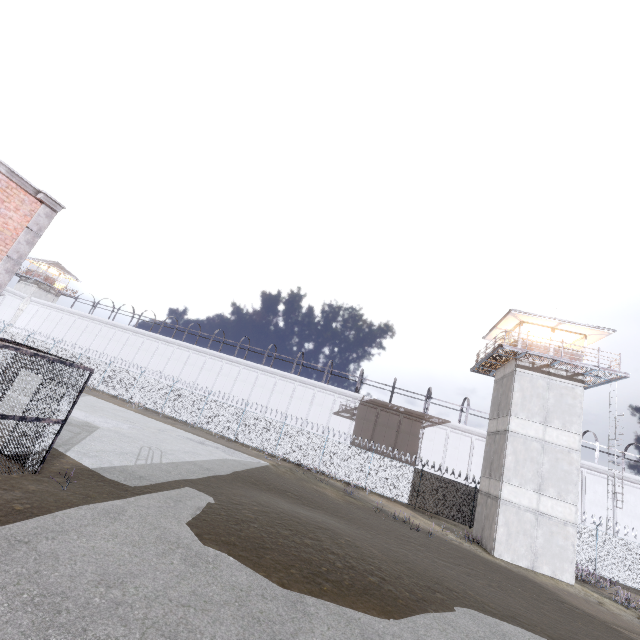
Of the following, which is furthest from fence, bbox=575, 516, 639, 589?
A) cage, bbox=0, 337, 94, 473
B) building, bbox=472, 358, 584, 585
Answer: cage, bbox=0, 337, 94, 473

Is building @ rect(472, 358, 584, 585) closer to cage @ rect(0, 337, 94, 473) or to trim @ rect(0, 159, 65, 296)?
cage @ rect(0, 337, 94, 473)

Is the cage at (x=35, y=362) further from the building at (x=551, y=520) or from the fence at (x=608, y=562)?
the building at (x=551, y=520)

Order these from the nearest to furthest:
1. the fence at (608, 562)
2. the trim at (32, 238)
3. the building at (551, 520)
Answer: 1. the trim at (32, 238)
2. the building at (551, 520)
3. the fence at (608, 562)

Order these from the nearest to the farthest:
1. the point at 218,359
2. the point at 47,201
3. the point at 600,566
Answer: the point at 47,201 < the point at 600,566 < the point at 218,359

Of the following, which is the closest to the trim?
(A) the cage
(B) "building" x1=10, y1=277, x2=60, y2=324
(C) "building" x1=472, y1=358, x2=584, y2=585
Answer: (A) the cage

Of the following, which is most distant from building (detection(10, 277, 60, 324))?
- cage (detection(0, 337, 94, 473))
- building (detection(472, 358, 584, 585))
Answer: building (detection(472, 358, 584, 585))

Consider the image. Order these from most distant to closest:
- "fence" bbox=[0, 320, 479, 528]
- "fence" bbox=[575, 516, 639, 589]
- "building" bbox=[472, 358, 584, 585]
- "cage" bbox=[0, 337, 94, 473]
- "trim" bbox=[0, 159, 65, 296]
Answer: "fence" bbox=[0, 320, 479, 528]
"fence" bbox=[575, 516, 639, 589]
"building" bbox=[472, 358, 584, 585]
"trim" bbox=[0, 159, 65, 296]
"cage" bbox=[0, 337, 94, 473]
